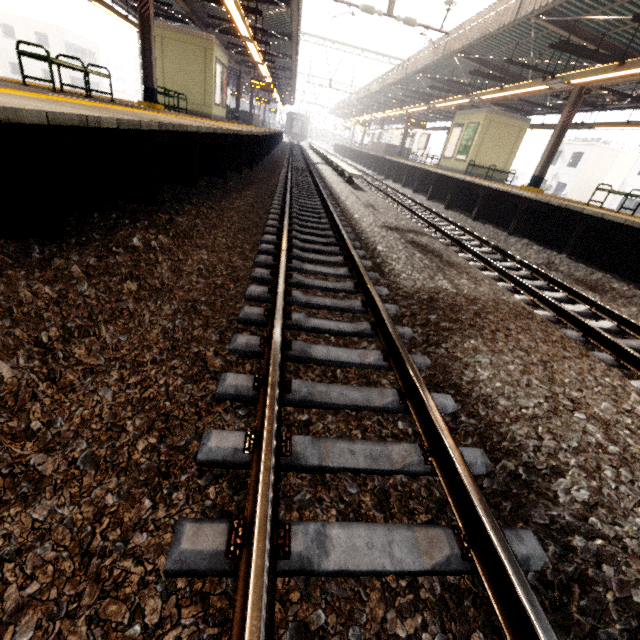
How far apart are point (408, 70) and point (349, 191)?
10.75m

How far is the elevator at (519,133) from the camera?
15.6m

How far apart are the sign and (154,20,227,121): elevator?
12.6m

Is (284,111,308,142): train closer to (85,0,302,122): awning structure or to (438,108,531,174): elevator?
(85,0,302,122): awning structure

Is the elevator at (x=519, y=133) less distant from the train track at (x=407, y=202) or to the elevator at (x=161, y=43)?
the train track at (x=407, y=202)

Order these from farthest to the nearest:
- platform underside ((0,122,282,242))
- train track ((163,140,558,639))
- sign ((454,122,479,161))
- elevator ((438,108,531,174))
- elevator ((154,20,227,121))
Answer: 1. sign ((454,122,479,161))
2. elevator ((438,108,531,174))
3. elevator ((154,20,227,121))
4. platform underside ((0,122,282,242))
5. train track ((163,140,558,639))

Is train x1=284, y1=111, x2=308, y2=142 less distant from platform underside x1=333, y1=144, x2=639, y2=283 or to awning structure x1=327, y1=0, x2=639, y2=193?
awning structure x1=327, y1=0, x2=639, y2=193

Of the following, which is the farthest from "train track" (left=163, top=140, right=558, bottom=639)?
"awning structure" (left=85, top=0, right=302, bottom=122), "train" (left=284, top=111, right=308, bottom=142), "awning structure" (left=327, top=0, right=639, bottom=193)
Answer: "train" (left=284, top=111, right=308, bottom=142)
